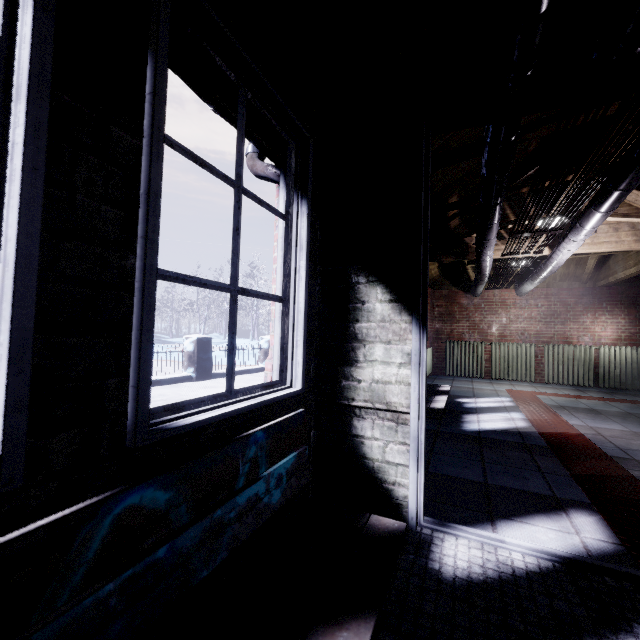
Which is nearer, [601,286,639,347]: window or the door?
the door

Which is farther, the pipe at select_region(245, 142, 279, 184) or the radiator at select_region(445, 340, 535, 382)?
the radiator at select_region(445, 340, 535, 382)

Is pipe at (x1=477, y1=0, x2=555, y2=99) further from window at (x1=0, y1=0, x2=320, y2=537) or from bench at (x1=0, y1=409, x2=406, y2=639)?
bench at (x1=0, y1=409, x2=406, y2=639)

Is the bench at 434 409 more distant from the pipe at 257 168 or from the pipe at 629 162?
the pipe at 629 162

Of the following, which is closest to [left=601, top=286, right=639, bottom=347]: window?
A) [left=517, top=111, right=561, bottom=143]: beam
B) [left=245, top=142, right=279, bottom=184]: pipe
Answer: [left=517, top=111, right=561, bottom=143]: beam

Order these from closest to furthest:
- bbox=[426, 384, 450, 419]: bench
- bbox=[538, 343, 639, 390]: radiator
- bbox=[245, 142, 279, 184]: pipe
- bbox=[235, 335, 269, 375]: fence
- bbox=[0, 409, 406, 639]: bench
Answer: bbox=[0, 409, 406, 639]: bench → bbox=[245, 142, 279, 184]: pipe → bbox=[426, 384, 450, 419]: bench → bbox=[538, 343, 639, 390]: radiator → bbox=[235, 335, 269, 375]: fence

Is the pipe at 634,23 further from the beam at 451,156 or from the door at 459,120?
the beam at 451,156

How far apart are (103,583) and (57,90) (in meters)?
0.95
